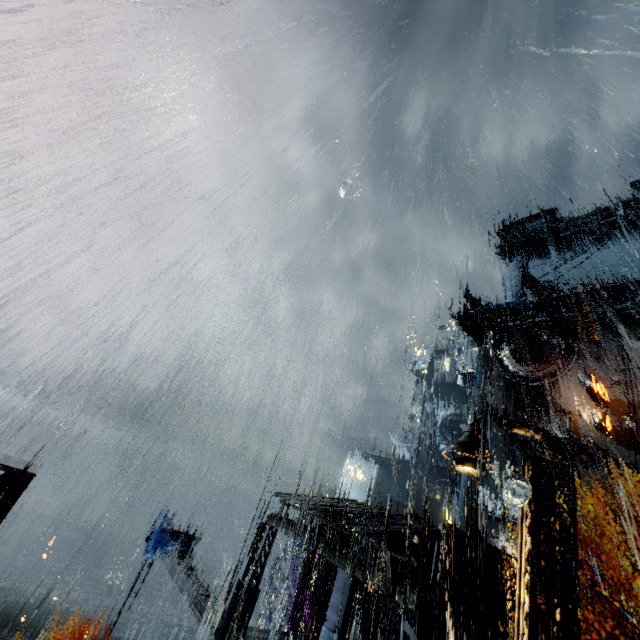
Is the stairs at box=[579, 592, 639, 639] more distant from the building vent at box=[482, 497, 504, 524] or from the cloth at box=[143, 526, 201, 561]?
the cloth at box=[143, 526, 201, 561]

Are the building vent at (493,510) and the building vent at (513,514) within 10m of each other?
yes

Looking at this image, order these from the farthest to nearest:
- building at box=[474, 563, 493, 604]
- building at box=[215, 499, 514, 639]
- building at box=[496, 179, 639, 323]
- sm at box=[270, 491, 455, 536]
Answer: building at box=[496, 179, 639, 323] → building at box=[474, 563, 493, 604] → sm at box=[270, 491, 455, 536] → building at box=[215, 499, 514, 639]

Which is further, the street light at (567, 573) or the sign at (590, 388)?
the sign at (590, 388)

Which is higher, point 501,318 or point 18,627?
point 501,318

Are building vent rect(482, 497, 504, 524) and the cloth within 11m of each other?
no

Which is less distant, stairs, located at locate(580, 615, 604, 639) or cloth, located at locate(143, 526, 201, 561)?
stairs, located at locate(580, 615, 604, 639)

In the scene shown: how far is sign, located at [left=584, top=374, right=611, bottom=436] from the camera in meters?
29.2 m
